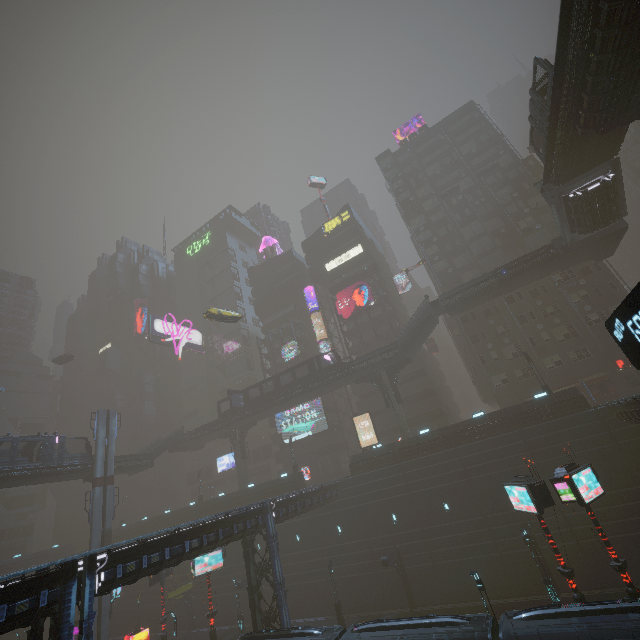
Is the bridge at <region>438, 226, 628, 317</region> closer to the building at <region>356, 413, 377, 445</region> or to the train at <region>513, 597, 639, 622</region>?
the building at <region>356, 413, 377, 445</region>

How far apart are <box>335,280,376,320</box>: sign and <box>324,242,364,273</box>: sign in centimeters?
555cm

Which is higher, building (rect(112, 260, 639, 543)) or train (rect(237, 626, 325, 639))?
building (rect(112, 260, 639, 543))

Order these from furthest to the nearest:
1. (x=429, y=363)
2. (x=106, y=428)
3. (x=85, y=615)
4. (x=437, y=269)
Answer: (x=429, y=363) → (x=437, y=269) → (x=106, y=428) → (x=85, y=615)

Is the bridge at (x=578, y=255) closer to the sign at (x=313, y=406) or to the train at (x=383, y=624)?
the sign at (x=313, y=406)

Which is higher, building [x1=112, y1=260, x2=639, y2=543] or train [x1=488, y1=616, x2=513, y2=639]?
building [x1=112, y1=260, x2=639, y2=543]

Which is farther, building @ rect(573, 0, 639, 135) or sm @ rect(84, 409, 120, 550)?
sm @ rect(84, 409, 120, 550)

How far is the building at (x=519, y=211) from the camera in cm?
4441
